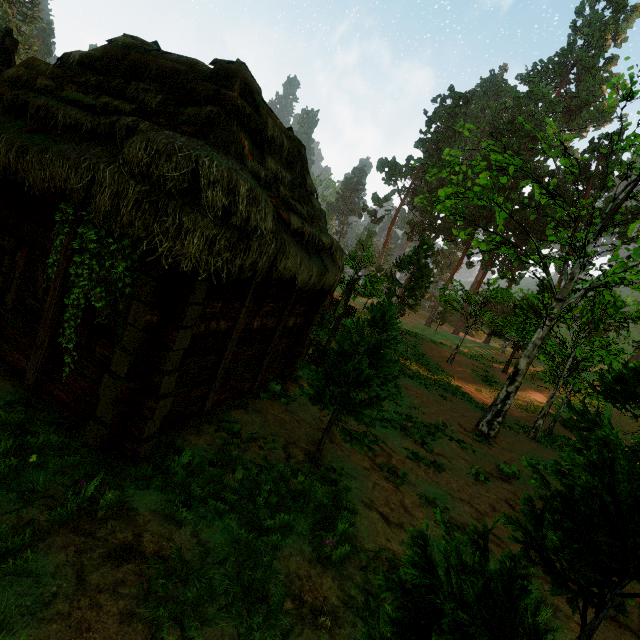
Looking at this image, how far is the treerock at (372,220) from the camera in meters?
56.1 m

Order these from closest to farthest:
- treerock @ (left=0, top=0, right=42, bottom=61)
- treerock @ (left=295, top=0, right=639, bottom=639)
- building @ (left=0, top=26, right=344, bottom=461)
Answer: treerock @ (left=295, top=0, right=639, bottom=639), building @ (left=0, top=26, right=344, bottom=461), treerock @ (left=0, top=0, right=42, bottom=61)

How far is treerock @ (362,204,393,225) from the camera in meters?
56.1

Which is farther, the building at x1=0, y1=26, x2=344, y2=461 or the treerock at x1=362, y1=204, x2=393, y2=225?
the treerock at x1=362, y1=204, x2=393, y2=225

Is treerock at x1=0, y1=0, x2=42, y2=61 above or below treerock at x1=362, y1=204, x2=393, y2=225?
above

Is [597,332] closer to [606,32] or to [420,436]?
[420,436]

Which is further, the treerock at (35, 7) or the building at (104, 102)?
the treerock at (35, 7)
